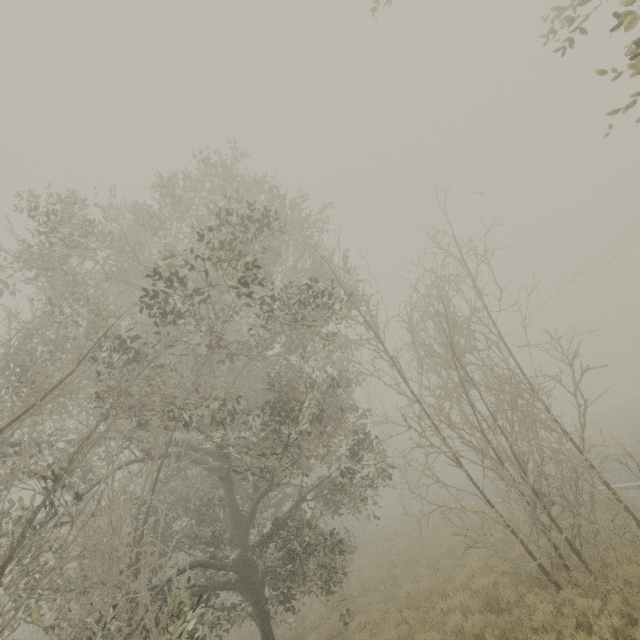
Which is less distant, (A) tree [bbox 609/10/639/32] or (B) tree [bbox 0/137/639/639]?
(A) tree [bbox 609/10/639/32]

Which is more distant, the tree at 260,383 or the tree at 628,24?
the tree at 260,383

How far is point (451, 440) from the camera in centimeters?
4541cm
